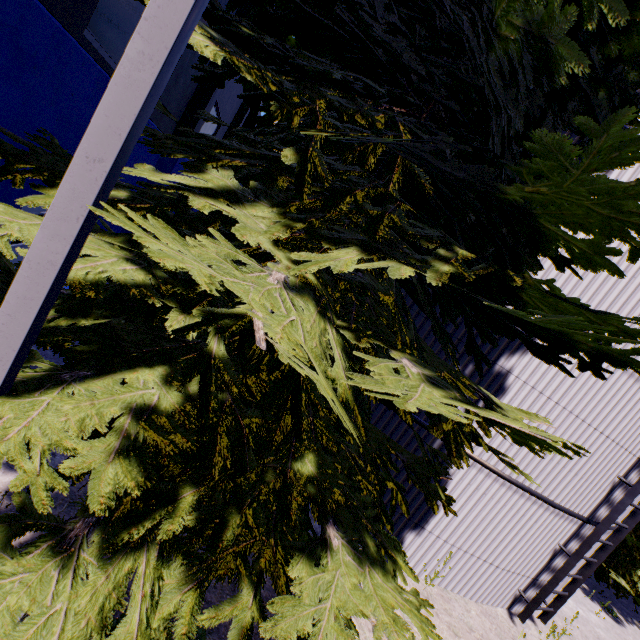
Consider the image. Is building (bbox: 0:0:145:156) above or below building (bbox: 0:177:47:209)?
above

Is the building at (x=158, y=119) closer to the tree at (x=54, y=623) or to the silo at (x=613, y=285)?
the tree at (x=54, y=623)

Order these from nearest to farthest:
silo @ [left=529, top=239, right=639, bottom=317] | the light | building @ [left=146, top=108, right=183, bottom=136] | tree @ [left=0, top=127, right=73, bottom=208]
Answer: the light → tree @ [left=0, top=127, right=73, bottom=208] → silo @ [left=529, top=239, right=639, bottom=317] → building @ [left=146, top=108, right=183, bottom=136]

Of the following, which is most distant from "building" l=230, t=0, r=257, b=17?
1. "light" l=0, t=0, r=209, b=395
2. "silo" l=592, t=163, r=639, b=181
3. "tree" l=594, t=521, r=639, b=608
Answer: "tree" l=594, t=521, r=639, b=608

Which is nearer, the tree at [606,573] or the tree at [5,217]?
the tree at [5,217]

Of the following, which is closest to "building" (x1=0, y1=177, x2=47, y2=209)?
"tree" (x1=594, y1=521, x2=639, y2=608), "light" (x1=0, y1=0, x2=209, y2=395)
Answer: "light" (x1=0, y1=0, x2=209, y2=395)

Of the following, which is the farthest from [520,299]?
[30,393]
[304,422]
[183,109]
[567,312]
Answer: [183,109]

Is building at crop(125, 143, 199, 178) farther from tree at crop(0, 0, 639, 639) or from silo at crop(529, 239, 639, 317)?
silo at crop(529, 239, 639, 317)
